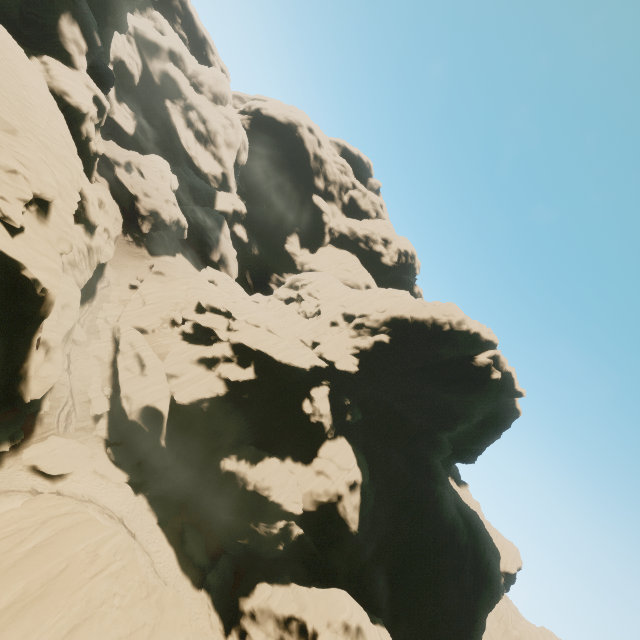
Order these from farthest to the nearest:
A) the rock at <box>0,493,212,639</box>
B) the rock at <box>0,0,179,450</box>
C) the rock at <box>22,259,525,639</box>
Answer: the rock at <box>22,259,525,639</box> < the rock at <box>0,0,179,450</box> < the rock at <box>0,493,212,639</box>

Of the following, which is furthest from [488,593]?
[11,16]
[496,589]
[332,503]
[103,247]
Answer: [11,16]

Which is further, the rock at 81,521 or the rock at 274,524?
the rock at 274,524

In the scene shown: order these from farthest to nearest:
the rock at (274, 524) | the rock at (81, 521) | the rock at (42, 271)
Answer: the rock at (274, 524)
the rock at (42, 271)
the rock at (81, 521)

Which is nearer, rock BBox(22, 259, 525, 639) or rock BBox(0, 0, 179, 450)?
rock BBox(0, 0, 179, 450)
